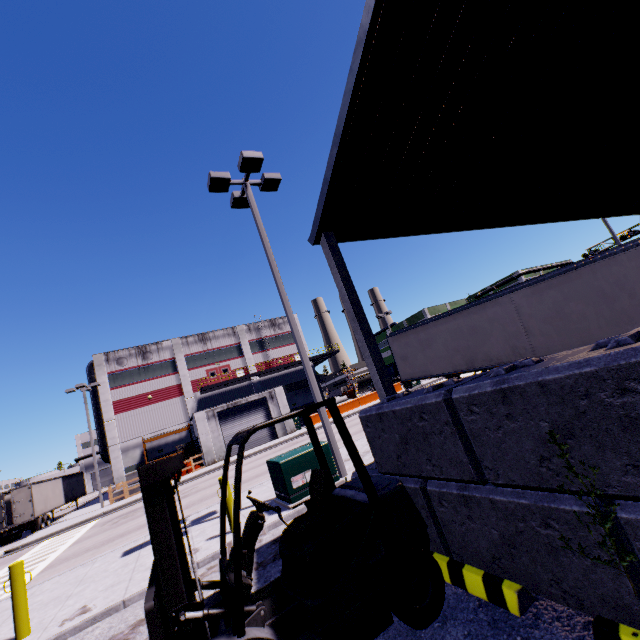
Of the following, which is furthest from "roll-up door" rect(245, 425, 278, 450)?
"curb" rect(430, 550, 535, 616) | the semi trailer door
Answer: the semi trailer door

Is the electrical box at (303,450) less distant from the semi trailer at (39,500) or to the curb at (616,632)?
the semi trailer at (39,500)

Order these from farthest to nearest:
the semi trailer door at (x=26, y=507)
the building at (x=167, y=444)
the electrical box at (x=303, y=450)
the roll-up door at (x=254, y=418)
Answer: the building at (x=167, y=444), the roll-up door at (x=254, y=418), the semi trailer door at (x=26, y=507), the electrical box at (x=303, y=450)

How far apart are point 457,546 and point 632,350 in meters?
2.9 m

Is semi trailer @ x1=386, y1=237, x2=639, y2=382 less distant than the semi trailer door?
Yes

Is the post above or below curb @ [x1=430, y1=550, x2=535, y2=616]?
above

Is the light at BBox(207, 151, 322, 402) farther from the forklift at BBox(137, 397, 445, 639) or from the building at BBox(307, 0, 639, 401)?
the forklift at BBox(137, 397, 445, 639)

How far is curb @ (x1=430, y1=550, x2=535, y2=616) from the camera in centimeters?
277cm
